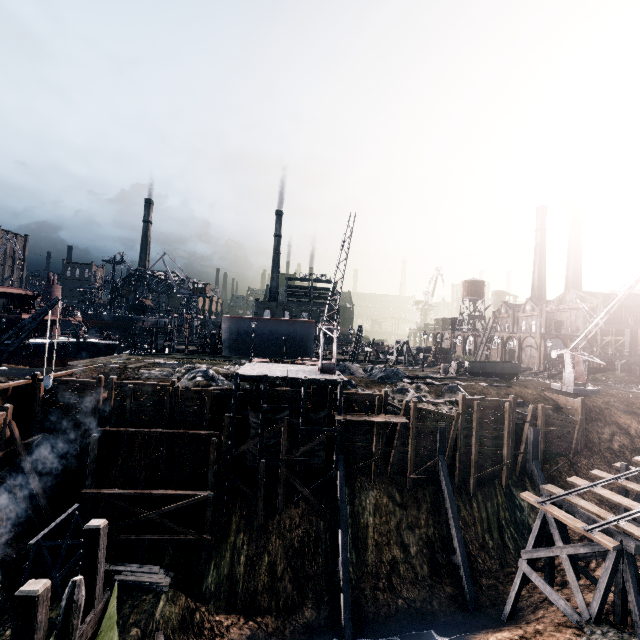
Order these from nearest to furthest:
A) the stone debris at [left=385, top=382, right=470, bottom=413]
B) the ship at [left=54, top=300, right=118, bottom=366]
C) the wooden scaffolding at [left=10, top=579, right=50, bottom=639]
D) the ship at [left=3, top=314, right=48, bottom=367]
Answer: the wooden scaffolding at [left=10, top=579, right=50, bottom=639], the stone debris at [left=385, top=382, right=470, bottom=413], the ship at [left=3, top=314, right=48, bottom=367], the ship at [left=54, top=300, right=118, bottom=366]

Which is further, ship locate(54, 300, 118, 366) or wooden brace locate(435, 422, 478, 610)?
ship locate(54, 300, 118, 366)

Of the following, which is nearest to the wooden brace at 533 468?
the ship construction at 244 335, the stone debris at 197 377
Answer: the stone debris at 197 377

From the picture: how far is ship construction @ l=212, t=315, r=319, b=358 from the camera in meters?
53.2 m

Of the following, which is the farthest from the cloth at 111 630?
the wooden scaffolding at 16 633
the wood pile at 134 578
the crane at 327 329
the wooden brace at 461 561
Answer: the wooden brace at 461 561

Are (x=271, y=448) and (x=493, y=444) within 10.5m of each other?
no

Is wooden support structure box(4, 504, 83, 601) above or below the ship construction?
below

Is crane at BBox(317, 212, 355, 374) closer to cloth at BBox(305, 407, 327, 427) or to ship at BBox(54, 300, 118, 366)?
cloth at BBox(305, 407, 327, 427)
